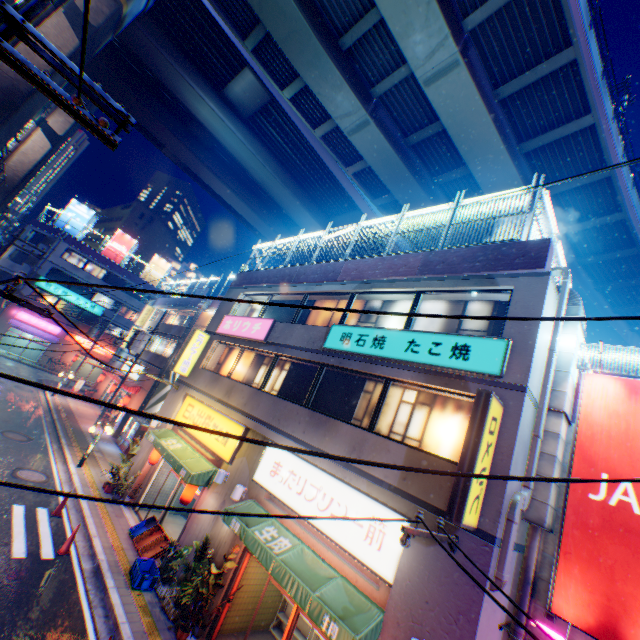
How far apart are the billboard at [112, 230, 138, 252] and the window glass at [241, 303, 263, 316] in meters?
38.1

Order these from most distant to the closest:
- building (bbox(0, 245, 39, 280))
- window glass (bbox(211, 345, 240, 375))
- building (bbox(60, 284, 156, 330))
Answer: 1. building (bbox(60, 284, 156, 330))
2. building (bbox(0, 245, 39, 280))
3. window glass (bbox(211, 345, 240, 375))

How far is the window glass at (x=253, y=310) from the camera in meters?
Answer: 17.0

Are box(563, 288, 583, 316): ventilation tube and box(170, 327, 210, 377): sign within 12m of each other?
no

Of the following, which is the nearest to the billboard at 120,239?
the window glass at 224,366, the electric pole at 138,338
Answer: the electric pole at 138,338

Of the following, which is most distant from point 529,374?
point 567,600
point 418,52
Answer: point 418,52

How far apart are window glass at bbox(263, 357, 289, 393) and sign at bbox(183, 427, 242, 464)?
1.44m

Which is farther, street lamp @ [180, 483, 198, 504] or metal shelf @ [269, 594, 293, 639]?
street lamp @ [180, 483, 198, 504]
